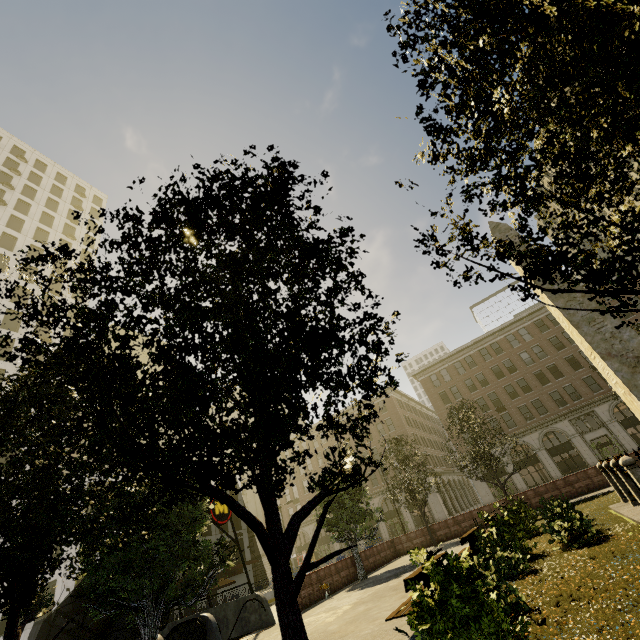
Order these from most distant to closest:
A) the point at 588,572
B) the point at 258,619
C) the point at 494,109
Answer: the point at 258,619 → the point at 588,572 → the point at 494,109

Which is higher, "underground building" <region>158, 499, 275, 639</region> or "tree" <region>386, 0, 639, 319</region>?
"tree" <region>386, 0, 639, 319</region>

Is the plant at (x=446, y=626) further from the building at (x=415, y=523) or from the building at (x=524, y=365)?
the building at (x=415, y=523)

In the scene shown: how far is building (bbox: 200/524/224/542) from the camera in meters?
42.6

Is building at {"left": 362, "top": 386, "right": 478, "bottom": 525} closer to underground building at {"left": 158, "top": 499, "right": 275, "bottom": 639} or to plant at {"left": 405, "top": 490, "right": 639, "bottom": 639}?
underground building at {"left": 158, "top": 499, "right": 275, "bottom": 639}

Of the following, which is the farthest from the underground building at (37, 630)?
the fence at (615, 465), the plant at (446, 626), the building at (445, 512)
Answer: the building at (445, 512)

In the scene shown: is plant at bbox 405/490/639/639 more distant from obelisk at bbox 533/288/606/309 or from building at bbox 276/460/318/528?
building at bbox 276/460/318/528

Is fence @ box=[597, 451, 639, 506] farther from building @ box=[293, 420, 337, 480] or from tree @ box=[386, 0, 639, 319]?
building @ box=[293, 420, 337, 480]
